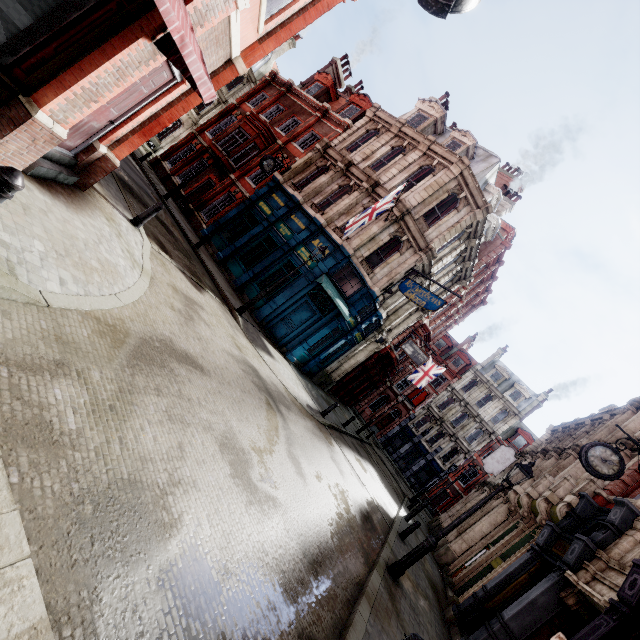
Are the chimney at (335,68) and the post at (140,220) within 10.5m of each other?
no

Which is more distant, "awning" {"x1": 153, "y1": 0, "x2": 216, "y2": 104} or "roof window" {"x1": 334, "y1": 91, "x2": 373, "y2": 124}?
"roof window" {"x1": 334, "y1": 91, "x2": 373, "y2": 124}

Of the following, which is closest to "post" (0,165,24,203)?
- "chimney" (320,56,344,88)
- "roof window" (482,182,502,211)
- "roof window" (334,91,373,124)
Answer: "roof window" (482,182,502,211)

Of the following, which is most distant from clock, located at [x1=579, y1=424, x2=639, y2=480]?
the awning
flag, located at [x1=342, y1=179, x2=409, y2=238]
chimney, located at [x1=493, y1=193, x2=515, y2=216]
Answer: chimney, located at [x1=493, y1=193, x2=515, y2=216]

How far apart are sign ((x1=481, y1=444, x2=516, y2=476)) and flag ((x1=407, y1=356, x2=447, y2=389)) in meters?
7.5 m

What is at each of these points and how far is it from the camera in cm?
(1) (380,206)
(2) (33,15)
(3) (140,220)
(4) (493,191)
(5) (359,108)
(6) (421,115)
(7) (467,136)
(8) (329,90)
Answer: (1) flag, 1440
(2) sign, 406
(3) post, 874
(4) roof window, 1962
(5) roof window, 2269
(6) roof window, 2078
(7) roof window, 1878
(8) roof window, 2484

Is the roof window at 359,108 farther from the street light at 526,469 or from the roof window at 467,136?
the street light at 526,469

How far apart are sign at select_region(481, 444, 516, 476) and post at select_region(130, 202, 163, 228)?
24.74m
